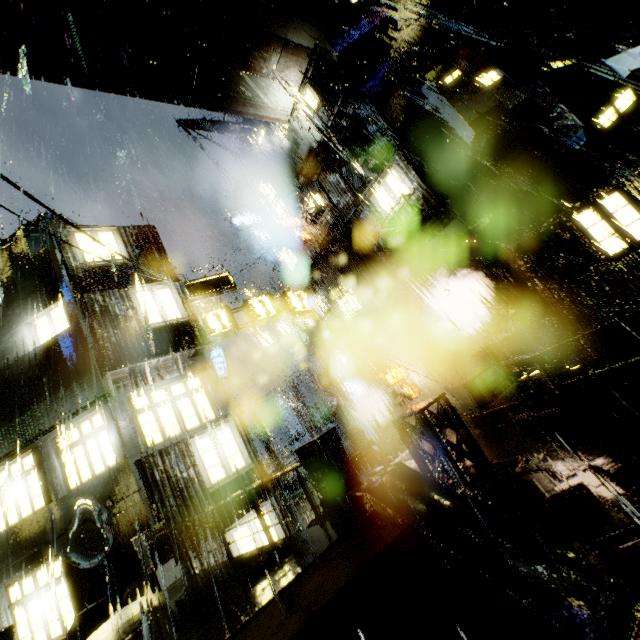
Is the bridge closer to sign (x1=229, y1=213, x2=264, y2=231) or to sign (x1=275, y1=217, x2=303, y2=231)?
sign (x1=275, y1=217, x2=303, y2=231)

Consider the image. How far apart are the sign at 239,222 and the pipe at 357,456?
20.50m

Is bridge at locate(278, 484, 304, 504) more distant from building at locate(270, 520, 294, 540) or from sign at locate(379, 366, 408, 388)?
sign at locate(379, 366, 408, 388)

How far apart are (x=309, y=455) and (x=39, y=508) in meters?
10.4 m

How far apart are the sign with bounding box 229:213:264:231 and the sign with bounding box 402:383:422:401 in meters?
17.8

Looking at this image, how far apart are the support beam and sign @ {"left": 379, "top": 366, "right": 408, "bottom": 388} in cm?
1040

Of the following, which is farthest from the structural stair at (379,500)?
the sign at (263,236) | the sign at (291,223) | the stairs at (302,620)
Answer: the sign at (263,236)

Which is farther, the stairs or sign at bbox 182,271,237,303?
sign at bbox 182,271,237,303
